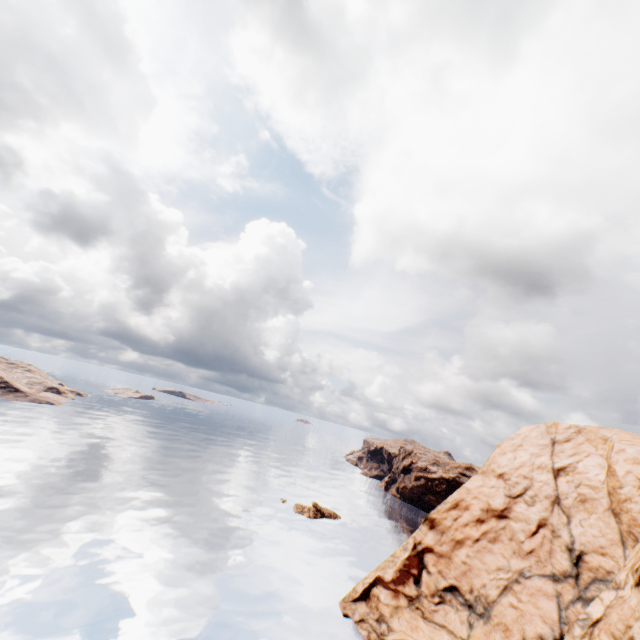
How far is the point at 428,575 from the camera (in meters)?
40.78
